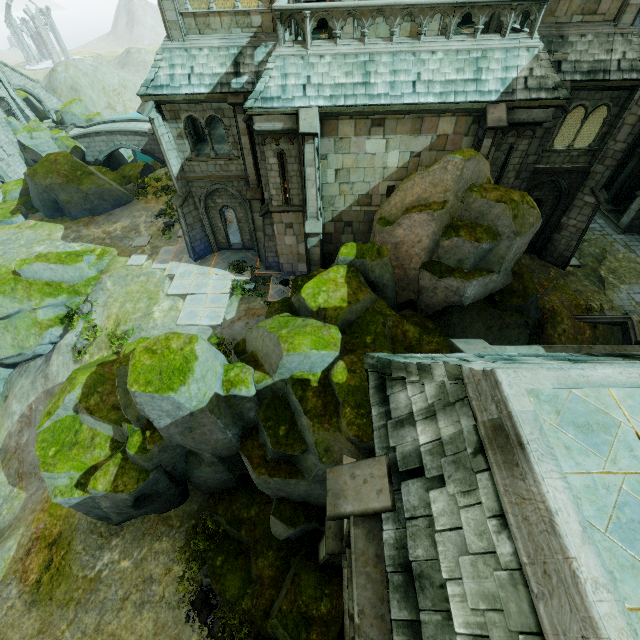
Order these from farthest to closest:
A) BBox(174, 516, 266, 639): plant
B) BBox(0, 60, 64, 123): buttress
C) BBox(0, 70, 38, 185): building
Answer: BBox(0, 60, 64, 123): buttress < BBox(0, 70, 38, 185): building < BBox(174, 516, 266, 639): plant

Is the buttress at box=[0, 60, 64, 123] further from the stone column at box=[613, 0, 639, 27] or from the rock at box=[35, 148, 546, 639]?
the stone column at box=[613, 0, 639, 27]

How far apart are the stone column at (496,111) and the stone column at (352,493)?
12.5 meters

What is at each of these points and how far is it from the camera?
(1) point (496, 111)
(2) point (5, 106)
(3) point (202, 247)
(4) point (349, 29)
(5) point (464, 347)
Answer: (1) stone column, 11.7 meters
(2) building, 34.8 meters
(3) stone column, 19.3 meters
(4) stone column, 12.8 meters
(5) stone column, 6.4 meters

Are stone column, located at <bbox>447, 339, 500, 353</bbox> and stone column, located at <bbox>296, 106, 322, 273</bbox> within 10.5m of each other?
yes

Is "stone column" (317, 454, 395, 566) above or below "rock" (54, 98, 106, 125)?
above

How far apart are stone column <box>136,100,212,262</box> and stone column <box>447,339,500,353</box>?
15.38m

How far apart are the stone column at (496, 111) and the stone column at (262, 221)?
9.5m
